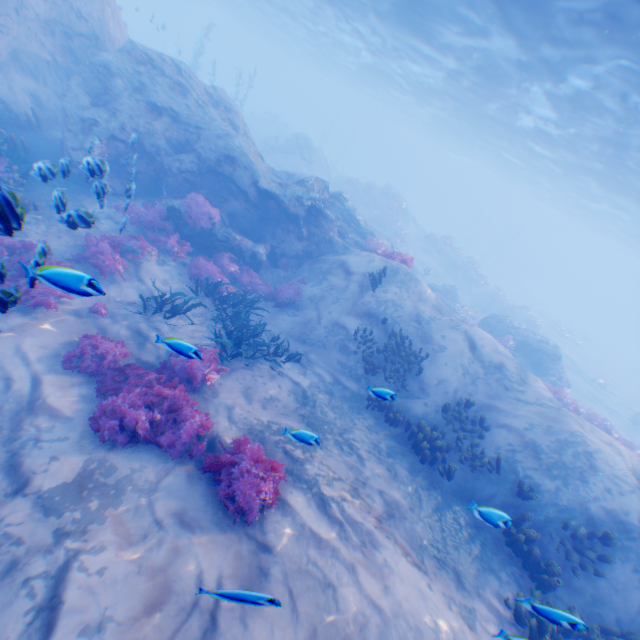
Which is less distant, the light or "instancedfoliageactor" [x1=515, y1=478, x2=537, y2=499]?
"instancedfoliageactor" [x1=515, y1=478, x2=537, y2=499]

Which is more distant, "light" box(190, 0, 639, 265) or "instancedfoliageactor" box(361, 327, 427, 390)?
"light" box(190, 0, 639, 265)

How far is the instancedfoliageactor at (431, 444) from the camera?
8.28m

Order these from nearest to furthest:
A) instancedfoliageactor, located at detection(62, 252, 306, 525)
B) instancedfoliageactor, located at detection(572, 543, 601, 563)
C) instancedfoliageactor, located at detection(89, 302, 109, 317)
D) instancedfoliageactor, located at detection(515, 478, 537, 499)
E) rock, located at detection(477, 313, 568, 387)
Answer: instancedfoliageactor, located at detection(62, 252, 306, 525) < instancedfoliageactor, located at detection(572, 543, 601, 563) < instancedfoliageactor, located at detection(515, 478, 537, 499) < instancedfoliageactor, located at detection(89, 302, 109, 317) < rock, located at detection(477, 313, 568, 387)

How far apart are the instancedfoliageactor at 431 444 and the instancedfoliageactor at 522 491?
1.69m

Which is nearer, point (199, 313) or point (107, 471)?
point (107, 471)

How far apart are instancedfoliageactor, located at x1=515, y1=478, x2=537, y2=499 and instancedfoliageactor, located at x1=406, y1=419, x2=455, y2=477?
1.69m

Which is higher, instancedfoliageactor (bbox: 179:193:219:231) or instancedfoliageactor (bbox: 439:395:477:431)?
instancedfoliageactor (bbox: 179:193:219:231)
